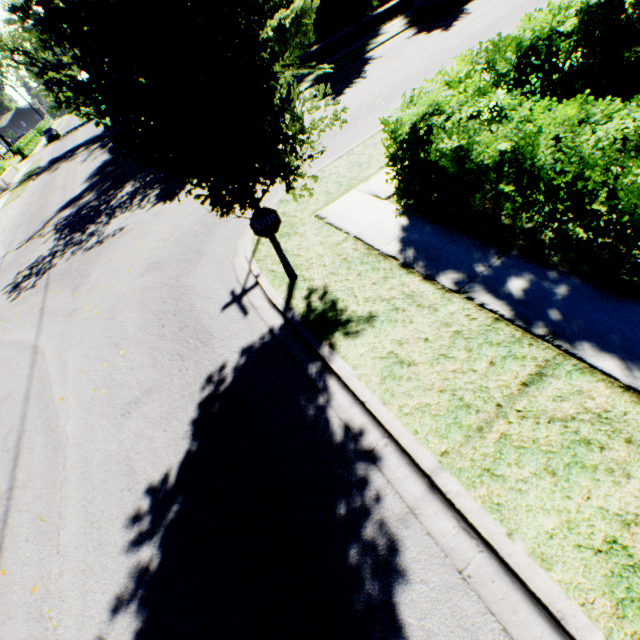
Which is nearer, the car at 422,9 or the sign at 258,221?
the sign at 258,221

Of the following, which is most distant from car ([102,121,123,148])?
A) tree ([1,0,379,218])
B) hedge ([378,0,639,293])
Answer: hedge ([378,0,639,293])

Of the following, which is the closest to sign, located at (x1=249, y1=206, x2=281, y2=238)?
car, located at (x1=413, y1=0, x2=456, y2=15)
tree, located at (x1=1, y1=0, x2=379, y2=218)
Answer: tree, located at (x1=1, y1=0, x2=379, y2=218)

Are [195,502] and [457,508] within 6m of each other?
yes

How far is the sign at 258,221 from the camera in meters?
5.2

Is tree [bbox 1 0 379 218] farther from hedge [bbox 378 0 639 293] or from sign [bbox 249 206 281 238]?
hedge [bbox 378 0 639 293]

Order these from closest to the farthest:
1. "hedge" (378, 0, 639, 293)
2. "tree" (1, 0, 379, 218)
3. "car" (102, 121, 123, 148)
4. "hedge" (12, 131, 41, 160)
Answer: "tree" (1, 0, 379, 218), "hedge" (378, 0, 639, 293), "car" (102, 121, 123, 148), "hedge" (12, 131, 41, 160)

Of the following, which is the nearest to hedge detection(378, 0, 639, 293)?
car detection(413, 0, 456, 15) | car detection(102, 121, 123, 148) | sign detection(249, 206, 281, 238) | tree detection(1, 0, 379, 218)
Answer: tree detection(1, 0, 379, 218)
